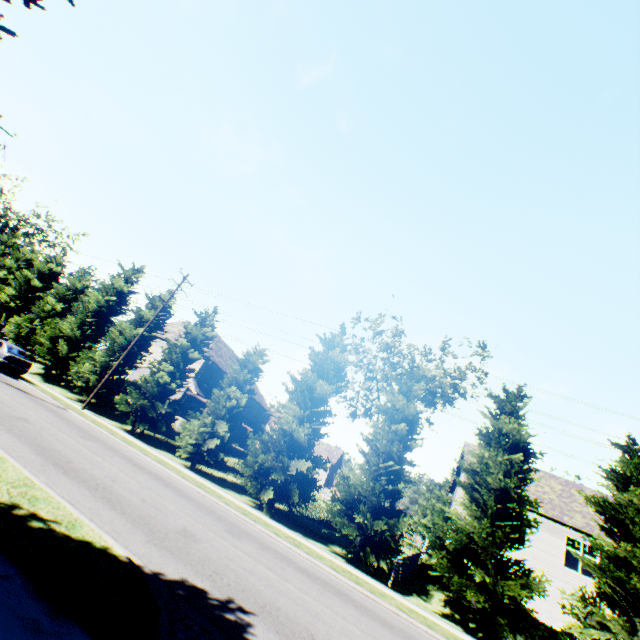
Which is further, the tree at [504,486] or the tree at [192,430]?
the tree at [192,430]

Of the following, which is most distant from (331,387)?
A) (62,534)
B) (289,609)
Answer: (62,534)

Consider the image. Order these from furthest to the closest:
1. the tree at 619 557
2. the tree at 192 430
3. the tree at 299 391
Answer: the tree at 192 430 < the tree at 299 391 < the tree at 619 557

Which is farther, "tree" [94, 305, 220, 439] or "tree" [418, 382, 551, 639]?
"tree" [94, 305, 220, 439]

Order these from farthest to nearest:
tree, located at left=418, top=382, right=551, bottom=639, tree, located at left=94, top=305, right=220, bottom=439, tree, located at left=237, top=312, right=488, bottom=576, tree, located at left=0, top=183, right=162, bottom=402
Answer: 1. tree, located at left=0, top=183, right=162, bottom=402
2. tree, located at left=94, top=305, right=220, bottom=439
3. tree, located at left=237, top=312, right=488, bottom=576
4. tree, located at left=418, top=382, right=551, bottom=639
